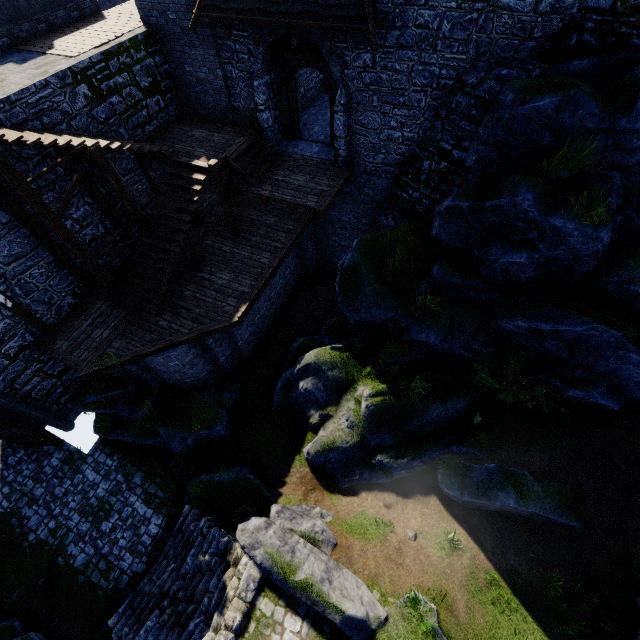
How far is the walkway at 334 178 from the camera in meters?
11.5

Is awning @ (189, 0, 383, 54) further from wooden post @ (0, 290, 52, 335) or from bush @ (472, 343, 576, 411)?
wooden post @ (0, 290, 52, 335)

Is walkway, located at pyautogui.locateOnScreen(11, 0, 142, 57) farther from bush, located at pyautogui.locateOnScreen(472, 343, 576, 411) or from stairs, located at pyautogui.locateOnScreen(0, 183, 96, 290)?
bush, located at pyautogui.locateOnScreen(472, 343, 576, 411)

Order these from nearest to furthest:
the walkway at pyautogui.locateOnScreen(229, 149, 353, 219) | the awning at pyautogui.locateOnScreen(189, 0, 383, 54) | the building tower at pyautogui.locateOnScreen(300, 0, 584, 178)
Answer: the building tower at pyautogui.locateOnScreen(300, 0, 584, 178), the awning at pyautogui.locateOnScreen(189, 0, 383, 54), the walkway at pyautogui.locateOnScreen(229, 149, 353, 219)

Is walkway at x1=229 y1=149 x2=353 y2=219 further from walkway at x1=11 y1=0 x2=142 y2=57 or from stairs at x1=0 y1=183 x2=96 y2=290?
walkway at x1=11 y1=0 x2=142 y2=57

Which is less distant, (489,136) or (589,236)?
(589,236)

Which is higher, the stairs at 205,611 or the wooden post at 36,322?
the wooden post at 36,322

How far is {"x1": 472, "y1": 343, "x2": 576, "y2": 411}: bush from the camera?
8.9m
